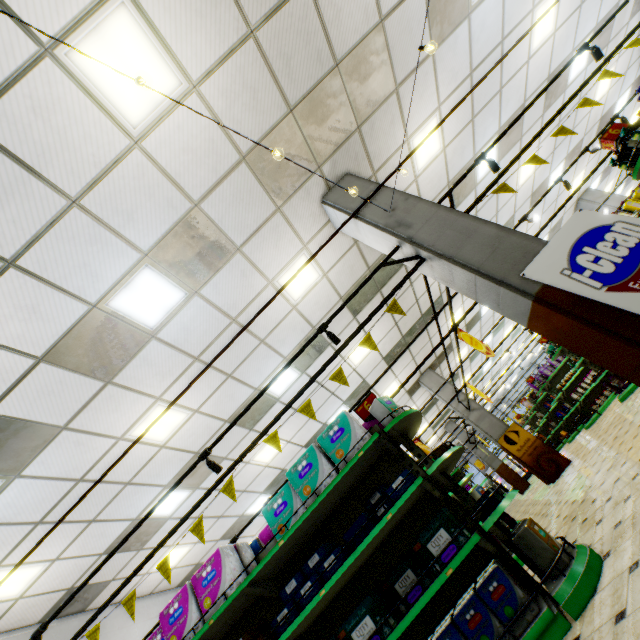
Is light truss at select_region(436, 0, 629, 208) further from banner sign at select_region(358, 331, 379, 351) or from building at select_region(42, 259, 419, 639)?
banner sign at select_region(358, 331, 379, 351)

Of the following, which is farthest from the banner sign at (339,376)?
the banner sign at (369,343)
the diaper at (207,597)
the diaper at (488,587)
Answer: the diaper at (488,587)

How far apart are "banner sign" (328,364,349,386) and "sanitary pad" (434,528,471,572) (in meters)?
1.48

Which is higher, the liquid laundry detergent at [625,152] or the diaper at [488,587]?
the liquid laundry detergent at [625,152]

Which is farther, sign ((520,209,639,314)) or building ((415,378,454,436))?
building ((415,378,454,436))

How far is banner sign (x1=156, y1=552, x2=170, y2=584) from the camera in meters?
3.6

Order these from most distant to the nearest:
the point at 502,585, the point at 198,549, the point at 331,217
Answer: the point at 198,549 < the point at 331,217 < the point at 502,585

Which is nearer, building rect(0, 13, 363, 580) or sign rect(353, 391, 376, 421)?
building rect(0, 13, 363, 580)
